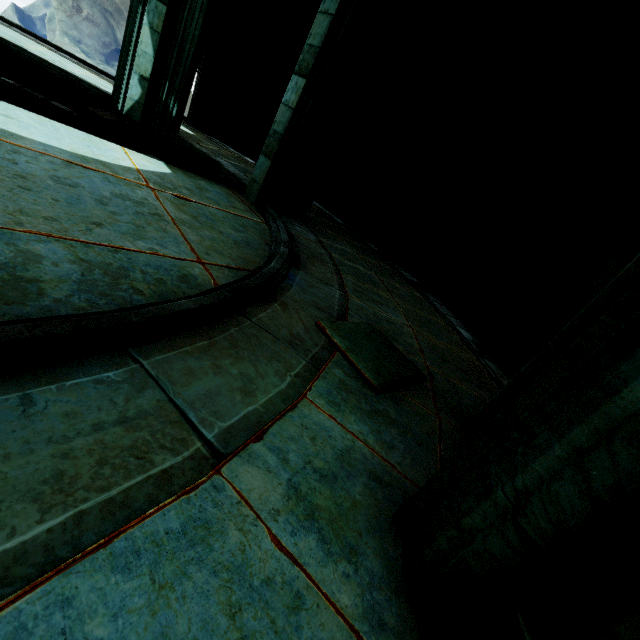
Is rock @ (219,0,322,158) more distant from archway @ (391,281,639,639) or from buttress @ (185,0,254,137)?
archway @ (391,281,639,639)

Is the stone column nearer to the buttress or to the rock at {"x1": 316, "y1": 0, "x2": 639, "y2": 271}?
the rock at {"x1": 316, "y1": 0, "x2": 639, "y2": 271}

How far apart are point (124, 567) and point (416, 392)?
2.2 meters

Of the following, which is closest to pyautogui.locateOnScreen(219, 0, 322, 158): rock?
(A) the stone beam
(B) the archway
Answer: (A) the stone beam

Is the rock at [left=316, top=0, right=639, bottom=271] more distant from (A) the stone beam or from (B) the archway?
(B) the archway

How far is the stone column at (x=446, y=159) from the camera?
6.4m

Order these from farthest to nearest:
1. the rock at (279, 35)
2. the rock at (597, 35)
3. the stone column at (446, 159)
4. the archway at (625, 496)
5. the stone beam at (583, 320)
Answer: the rock at (279, 35) → the stone column at (446, 159) → the rock at (597, 35) → the stone beam at (583, 320) → the archway at (625, 496)
